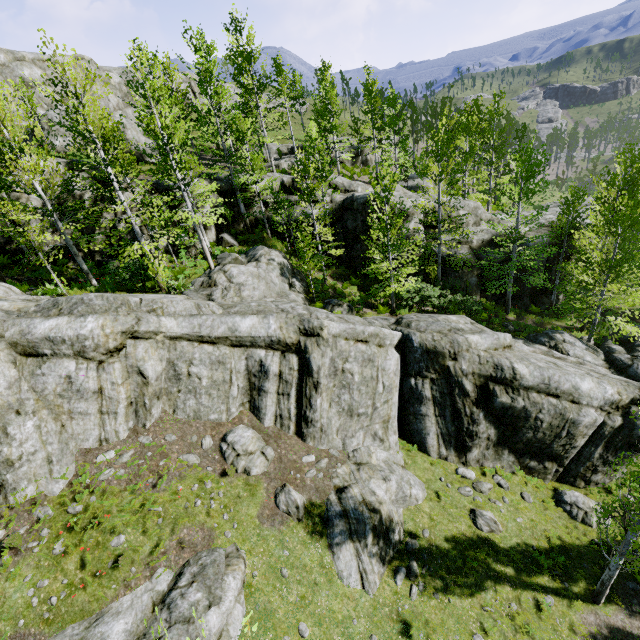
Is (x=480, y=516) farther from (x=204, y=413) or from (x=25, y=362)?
(x=25, y=362)

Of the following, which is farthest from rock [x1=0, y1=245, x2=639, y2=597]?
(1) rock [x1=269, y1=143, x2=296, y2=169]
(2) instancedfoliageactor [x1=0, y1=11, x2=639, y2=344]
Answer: (1) rock [x1=269, y1=143, x2=296, y2=169]

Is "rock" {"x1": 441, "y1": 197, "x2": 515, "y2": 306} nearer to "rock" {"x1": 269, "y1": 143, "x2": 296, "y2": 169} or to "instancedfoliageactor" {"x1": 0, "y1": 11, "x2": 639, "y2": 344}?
"instancedfoliageactor" {"x1": 0, "y1": 11, "x2": 639, "y2": 344}

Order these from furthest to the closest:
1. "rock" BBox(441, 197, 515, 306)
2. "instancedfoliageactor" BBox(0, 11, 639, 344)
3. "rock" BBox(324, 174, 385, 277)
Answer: "rock" BBox(441, 197, 515, 306) → "rock" BBox(324, 174, 385, 277) → "instancedfoliageactor" BBox(0, 11, 639, 344)

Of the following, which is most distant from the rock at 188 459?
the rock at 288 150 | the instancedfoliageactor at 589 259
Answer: the rock at 288 150

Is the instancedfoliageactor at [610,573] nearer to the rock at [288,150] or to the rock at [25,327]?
the rock at [25,327]
